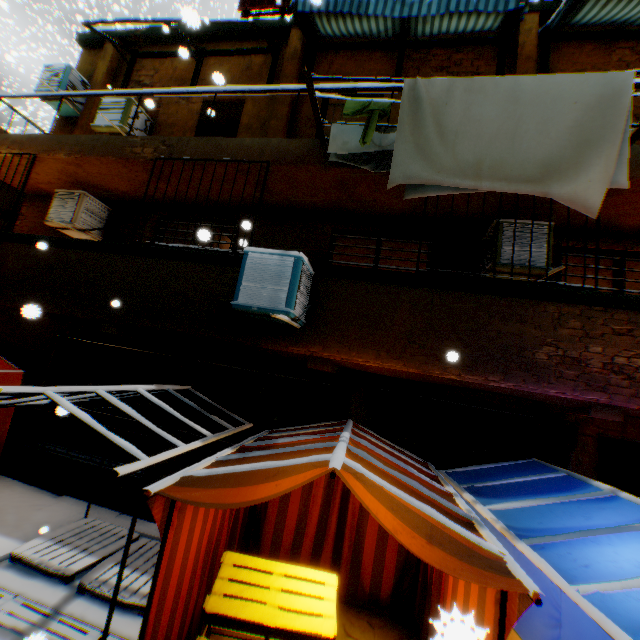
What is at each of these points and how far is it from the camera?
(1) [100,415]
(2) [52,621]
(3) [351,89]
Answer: (1) building, 6.8 meters
(2) wooden pallet, 3.6 meters
(3) building, 5.4 meters

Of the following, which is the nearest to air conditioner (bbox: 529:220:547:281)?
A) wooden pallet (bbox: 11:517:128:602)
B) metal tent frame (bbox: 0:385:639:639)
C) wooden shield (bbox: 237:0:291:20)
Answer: metal tent frame (bbox: 0:385:639:639)

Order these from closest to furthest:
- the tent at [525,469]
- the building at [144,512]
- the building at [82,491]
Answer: the tent at [525,469] → the building at [144,512] → the building at [82,491]

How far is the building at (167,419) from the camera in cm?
623

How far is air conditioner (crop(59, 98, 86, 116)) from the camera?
8.0m

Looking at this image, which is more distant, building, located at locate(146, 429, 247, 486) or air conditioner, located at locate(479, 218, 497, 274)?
building, located at locate(146, 429, 247, 486)

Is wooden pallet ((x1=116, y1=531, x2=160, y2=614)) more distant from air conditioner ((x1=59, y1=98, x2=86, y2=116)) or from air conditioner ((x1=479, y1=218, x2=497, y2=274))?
air conditioner ((x1=59, y1=98, x2=86, y2=116))

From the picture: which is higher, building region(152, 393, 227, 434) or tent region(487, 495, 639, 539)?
tent region(487, 495, 639, 539)
